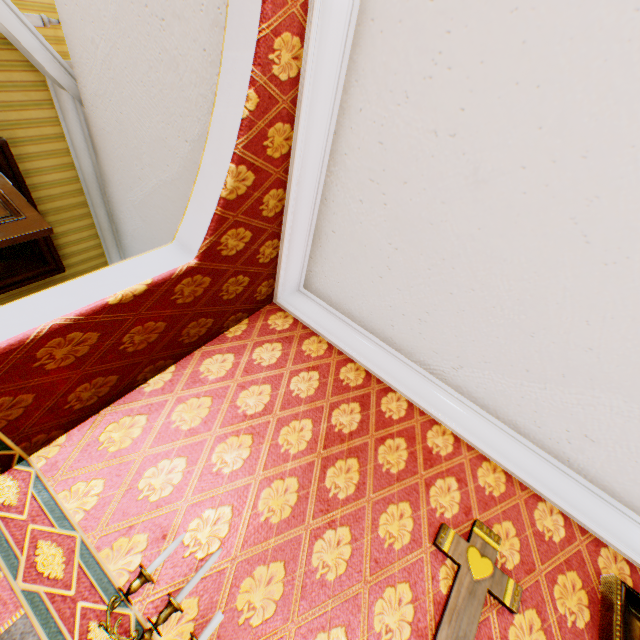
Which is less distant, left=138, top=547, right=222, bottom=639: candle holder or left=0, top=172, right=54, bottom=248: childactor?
left=138, top=547, right=222, bottom=639: candle holder

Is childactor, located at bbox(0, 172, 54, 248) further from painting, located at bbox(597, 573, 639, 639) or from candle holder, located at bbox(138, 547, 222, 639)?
painting, located at bbox(597, 573, 639, 639)

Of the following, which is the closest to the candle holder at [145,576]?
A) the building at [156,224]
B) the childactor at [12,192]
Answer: the building at [156,224]

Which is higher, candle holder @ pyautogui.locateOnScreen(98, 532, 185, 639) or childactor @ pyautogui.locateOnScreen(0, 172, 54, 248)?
childactor @ pyautogui.locateOnScreen(0, 172, 54, 248)

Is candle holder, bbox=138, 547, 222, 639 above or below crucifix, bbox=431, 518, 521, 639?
below

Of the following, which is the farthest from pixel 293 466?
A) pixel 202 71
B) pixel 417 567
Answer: pixel 202 71

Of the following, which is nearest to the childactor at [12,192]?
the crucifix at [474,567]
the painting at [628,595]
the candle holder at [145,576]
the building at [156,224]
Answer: the building at [156,224]

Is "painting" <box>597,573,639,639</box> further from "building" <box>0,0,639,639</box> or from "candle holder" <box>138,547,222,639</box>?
"candle holder" <box>138,547,222,639</box>
